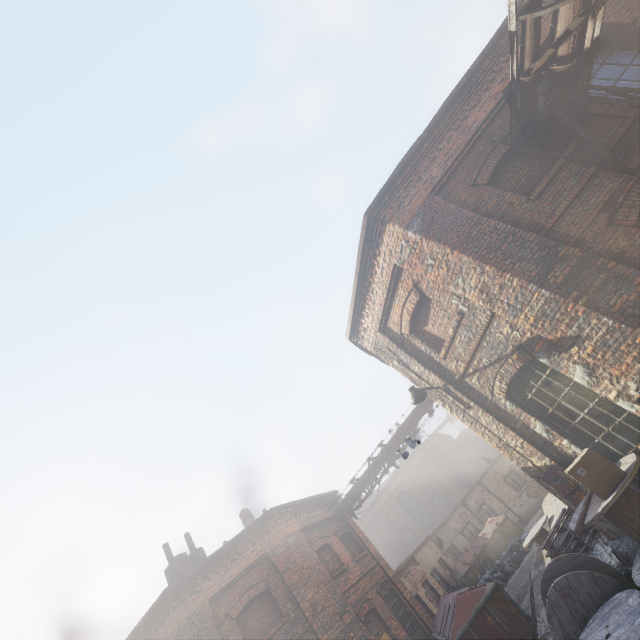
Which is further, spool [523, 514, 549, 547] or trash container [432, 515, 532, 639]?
spool [523, 514, 549, 547]

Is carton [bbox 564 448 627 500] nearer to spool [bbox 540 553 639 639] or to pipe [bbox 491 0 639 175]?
spool [bbox 540 553 639 639]

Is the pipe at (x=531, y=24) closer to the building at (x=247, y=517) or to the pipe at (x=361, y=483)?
the pipe at (x=361, y=483)

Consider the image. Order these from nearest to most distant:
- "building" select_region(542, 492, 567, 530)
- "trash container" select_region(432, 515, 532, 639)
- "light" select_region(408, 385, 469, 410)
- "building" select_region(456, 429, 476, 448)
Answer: "light" select_region(408, 385, 469, 410)
"trash container" select_region(432, 515, 532, 639)
"building" select_region(542, 492, 567, 530)
"building" select_region(456, 429, 476, 448)

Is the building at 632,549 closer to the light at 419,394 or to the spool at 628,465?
the spool at 628,465

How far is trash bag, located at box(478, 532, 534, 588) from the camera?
15.4 meters

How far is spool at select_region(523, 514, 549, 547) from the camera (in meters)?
12.02

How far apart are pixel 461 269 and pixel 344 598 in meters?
12.2 m
